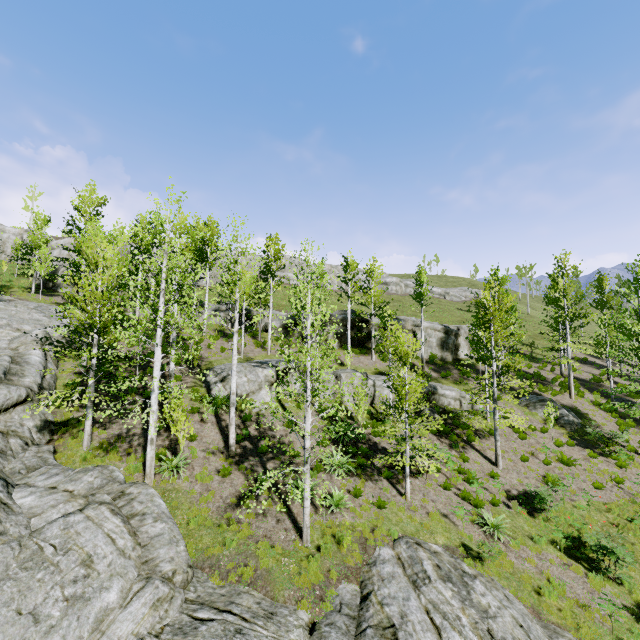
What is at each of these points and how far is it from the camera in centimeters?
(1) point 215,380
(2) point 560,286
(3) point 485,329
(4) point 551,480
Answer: (1) rock, 1845cm
(2) instancedfoliageactor, 2639cm
(3) instancedfoliageactor, 1802cm
(4) instancedfoliageactor, 1614cm

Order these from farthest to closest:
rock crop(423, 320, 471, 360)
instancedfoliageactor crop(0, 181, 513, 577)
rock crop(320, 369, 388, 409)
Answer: rock crop(423, 320, 471, 360) < rock crop(320, 369, 388, 409) < instancedfoliageactor crop(0, 181, 513, 577)

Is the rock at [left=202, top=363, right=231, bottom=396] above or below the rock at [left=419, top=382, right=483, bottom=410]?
above

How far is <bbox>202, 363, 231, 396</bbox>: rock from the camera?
17.9m

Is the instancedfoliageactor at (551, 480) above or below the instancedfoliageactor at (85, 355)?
below

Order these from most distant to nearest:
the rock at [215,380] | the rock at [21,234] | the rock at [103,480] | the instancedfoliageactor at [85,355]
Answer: the rock at [21,234]
the rock at [215,380]
the instancedfoliageactor at [85,355]
the rock at [103,480]

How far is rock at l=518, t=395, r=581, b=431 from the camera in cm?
2130

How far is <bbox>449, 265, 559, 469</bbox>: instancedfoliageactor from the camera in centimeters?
1681cm
